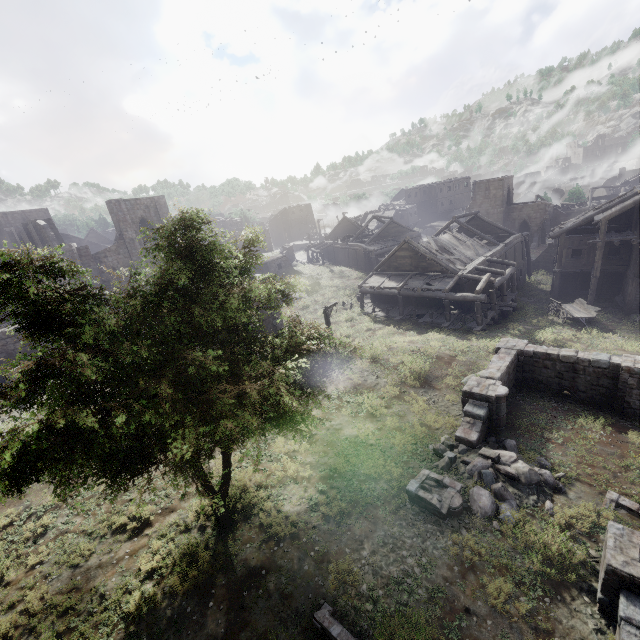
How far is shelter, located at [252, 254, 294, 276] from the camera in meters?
40.3

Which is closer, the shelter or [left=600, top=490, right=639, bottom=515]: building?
[left=600, top=490, right=639, bottom=515]: building

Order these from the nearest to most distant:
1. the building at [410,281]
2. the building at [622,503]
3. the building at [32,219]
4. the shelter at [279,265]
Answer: the building at [622,503] < the building at [410,281] < the building at [32,219] < the shelter at [279,265]

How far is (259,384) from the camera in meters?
6.4 m

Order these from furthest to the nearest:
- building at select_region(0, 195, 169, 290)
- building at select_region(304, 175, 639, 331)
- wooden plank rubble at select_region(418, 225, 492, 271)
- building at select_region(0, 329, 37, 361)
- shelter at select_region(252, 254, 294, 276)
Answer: shelter at select_region(252, 254, 294, 276) → building at select_region(0, 195, 169, 290) → wooden plank rubble at select_region(418, 225, 492, 271) → building at select_region(304, 175, 639, 331) → building at select_region(0, 329, 37, 361)

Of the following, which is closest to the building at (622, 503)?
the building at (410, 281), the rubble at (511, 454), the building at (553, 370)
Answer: the rubble at (511, 454)

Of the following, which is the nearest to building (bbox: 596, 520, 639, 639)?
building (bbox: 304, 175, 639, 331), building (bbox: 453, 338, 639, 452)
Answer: building (bbox: 453, 338, 639, 452)
